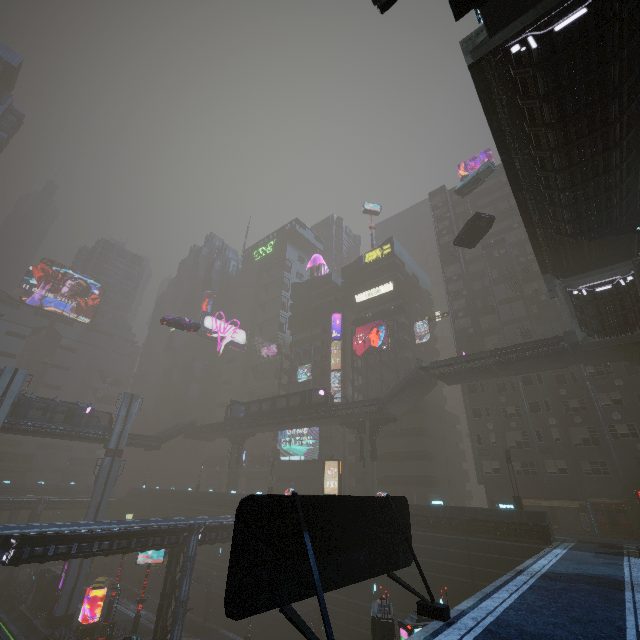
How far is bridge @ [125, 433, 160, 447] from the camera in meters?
48.7 m

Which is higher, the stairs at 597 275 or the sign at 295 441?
the stairs at 597 275

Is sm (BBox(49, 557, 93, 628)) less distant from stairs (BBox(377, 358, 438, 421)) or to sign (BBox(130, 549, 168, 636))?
sign (BBox(130, 549, 168, 636))

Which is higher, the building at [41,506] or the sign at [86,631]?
the building at [41,506]

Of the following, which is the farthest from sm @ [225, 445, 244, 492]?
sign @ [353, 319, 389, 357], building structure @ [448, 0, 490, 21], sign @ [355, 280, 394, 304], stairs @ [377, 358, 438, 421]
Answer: building structure @ [448, 0, 490, 21]

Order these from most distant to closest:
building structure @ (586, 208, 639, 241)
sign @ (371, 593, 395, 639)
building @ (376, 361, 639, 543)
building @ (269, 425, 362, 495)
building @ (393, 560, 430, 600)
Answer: building @ (269, 425, 362, 495)
building @ (376, 361, 639, 543)
building @ (393, 560, 430, 600)
building structure @ (586, 208, 639, 241)
sign @ (371, 593, 395, 639)

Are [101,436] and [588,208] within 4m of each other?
no

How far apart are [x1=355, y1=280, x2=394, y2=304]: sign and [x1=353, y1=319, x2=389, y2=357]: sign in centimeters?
555cm
